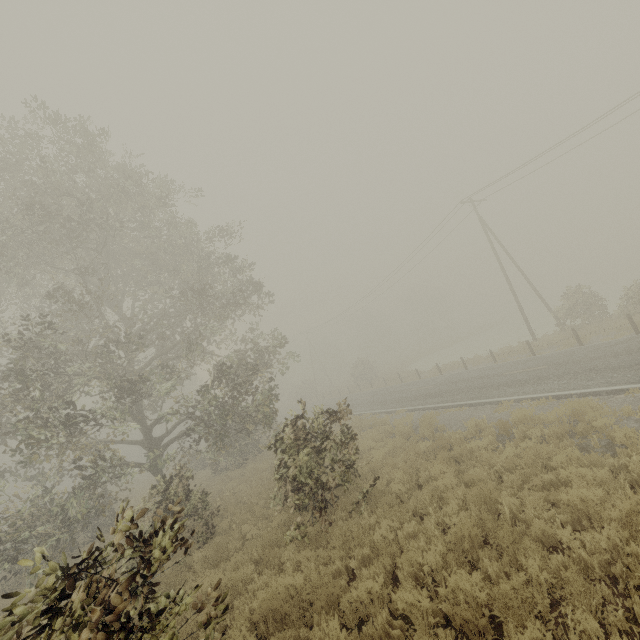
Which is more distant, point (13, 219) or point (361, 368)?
point (361, 368)

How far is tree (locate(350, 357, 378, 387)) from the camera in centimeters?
4253cm

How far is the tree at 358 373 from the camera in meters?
42.5
